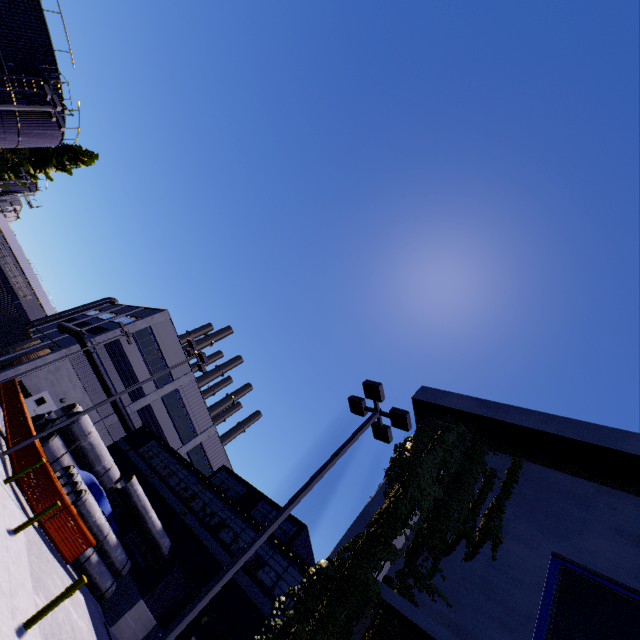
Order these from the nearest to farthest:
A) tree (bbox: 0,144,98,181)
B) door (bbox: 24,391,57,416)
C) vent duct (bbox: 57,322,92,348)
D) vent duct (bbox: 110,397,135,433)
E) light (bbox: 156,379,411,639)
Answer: light (bbox: 156,379,411,639), door (bbox: 24,391,57,416), vent duct (bbox: 57,322,92,348), vent duct (bbox: 110,397,135,433), tree (bbox: 0,144,98,181)

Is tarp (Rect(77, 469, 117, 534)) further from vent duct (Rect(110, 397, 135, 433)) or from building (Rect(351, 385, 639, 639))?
vent duct (Rect(110, 397, 135, 433))

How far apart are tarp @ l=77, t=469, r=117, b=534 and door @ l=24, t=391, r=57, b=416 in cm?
1456

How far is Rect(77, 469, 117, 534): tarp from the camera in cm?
1883

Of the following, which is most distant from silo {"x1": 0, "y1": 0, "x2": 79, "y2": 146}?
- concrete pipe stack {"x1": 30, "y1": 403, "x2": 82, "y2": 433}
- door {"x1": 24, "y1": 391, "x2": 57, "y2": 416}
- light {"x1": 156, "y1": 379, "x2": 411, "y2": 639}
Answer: door {"x1": 24, "y1": 391, "x2": 57, "y2": 416}

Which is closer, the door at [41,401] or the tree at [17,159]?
the door at [41,401]

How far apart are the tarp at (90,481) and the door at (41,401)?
14.6m

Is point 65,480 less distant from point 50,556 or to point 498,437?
point 50,556
